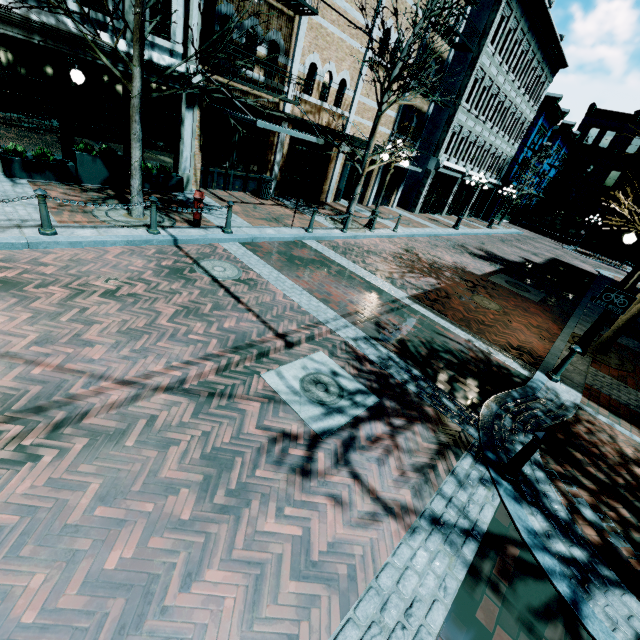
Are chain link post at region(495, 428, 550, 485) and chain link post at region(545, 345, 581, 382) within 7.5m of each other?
yes

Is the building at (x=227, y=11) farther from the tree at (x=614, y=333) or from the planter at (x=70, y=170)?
the tree at (x=614, y=333)

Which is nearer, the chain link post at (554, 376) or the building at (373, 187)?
the chain link post at (554, 376)

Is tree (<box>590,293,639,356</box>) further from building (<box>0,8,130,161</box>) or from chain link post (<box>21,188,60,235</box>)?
chain link post (<box>21,188,60,235</box>)

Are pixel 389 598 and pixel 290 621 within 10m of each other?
yes

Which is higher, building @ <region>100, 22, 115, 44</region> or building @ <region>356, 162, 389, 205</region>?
building @ <region>100, 22, 115, 44</region>

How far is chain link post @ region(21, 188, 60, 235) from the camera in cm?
584

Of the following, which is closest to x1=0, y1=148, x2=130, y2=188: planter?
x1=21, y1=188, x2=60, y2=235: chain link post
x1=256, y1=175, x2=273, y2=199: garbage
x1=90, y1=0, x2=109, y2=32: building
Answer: x1=90, y1=0, x2=109, y2=32: building
